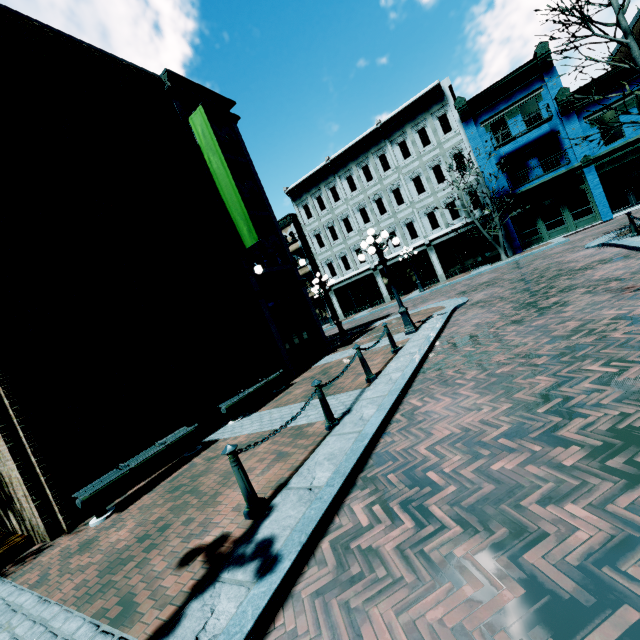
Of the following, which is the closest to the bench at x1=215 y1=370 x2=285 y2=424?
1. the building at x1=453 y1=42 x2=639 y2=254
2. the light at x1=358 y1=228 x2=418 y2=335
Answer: the light at x1=358 y1=228 x2=418 y2=335

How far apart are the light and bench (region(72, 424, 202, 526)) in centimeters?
673cm

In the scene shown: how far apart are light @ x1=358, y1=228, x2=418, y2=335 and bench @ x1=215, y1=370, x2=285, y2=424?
4.2 meters

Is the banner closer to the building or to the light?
the light

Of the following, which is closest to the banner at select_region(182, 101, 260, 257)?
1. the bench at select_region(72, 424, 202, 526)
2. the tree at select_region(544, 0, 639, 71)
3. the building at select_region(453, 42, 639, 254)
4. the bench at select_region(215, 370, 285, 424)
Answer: the bench at select_region(215, 370, 285, 424)

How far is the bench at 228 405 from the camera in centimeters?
853cm

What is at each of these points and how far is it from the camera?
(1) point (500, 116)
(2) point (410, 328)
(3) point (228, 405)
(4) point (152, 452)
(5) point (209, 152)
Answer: (1) building, 21.67m
(2) light, 10.44m
(3) bench, 8.59m
(4) bench, 6.49m
(5) banner, 11.41m

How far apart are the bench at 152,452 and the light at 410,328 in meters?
6.7
